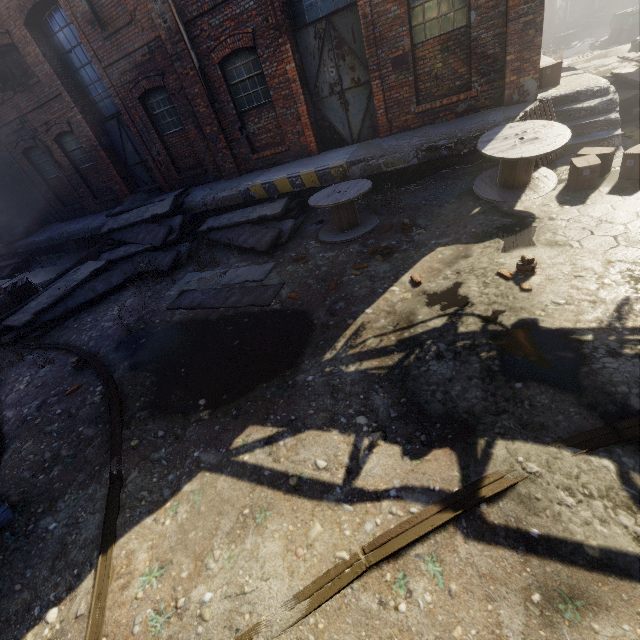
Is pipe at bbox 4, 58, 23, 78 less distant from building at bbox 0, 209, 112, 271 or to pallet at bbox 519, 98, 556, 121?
building at bbox 0, 209, 112, 271

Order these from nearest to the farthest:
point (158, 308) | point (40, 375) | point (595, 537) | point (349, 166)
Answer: point (595, 537) → point (40, 375) → point (158, 308) → point (349, 166)

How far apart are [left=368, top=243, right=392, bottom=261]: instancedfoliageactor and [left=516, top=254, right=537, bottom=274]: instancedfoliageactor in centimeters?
213cm

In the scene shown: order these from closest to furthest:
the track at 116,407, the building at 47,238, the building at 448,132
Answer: the track at 116,407 → the building at 448,132 → the building at 47,238

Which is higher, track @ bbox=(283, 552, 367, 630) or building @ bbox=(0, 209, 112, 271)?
building @ bbox=(0, 209, 112, 271)

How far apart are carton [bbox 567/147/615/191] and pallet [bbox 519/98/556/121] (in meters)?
0.57

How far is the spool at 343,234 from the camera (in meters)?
7.22

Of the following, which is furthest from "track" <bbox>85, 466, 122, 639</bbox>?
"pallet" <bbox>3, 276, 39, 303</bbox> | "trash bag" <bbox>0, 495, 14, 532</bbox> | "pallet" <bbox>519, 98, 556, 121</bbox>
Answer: "pallet" <bbox>519, 98, 556, 121</bbox>
